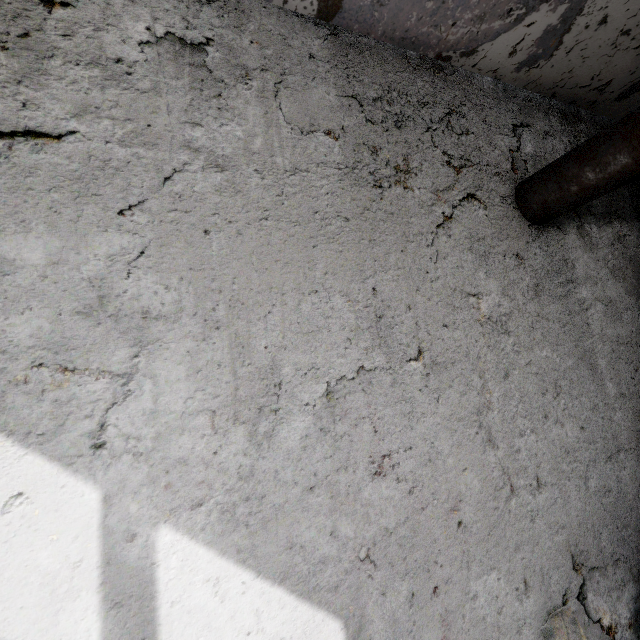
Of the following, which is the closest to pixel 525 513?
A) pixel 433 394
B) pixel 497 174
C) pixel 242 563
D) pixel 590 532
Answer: pixel 590 532
